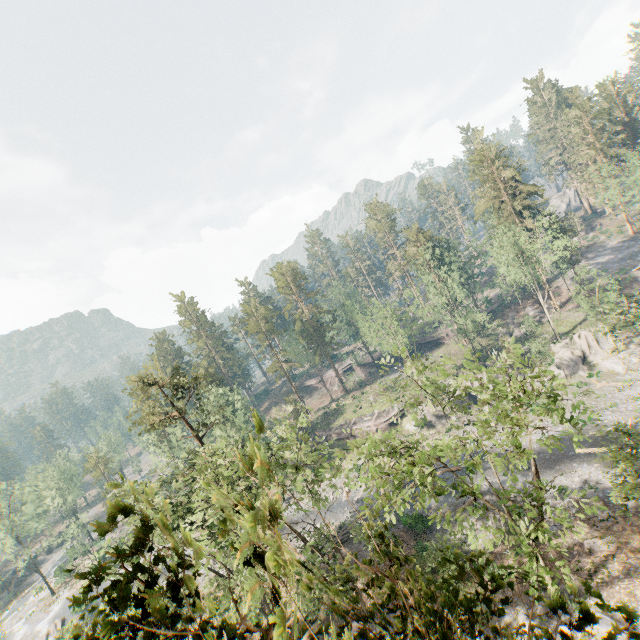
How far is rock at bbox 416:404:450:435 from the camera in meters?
47.4

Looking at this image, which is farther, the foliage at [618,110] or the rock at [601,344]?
the foliage at [618,110]

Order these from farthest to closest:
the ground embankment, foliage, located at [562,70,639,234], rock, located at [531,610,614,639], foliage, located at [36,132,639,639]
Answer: the ground embankment
foliage, located at [562,70,639,234]
rock, located at [531,610,614,639]
foliage, located at [36,132,639,639]

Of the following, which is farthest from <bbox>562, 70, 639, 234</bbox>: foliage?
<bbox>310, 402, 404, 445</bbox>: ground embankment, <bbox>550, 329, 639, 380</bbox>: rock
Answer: <bbox>550, 329, 639, 380</bbox>: rock

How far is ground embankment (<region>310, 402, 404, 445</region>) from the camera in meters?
51.9 m

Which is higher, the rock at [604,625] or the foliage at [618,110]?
the foliage at [618,110]

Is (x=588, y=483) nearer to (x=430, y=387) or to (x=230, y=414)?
(x=430, y=387)

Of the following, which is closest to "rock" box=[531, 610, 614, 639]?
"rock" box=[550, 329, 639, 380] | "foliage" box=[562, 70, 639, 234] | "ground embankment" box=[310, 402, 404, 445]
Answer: "foliage" box=[562, 70, 639, 234]
